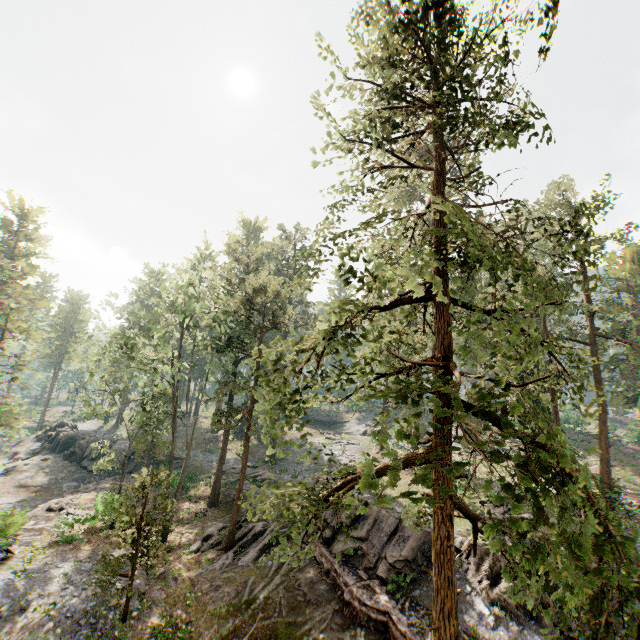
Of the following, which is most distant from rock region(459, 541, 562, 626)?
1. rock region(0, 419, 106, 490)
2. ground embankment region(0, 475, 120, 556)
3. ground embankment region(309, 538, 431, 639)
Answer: rock region(0, 419, 106, 490)

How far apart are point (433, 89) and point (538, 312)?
23.32m

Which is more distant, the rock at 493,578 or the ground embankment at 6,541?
the ground embankment at 6,541

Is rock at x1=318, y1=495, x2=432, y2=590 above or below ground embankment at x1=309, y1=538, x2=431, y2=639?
above

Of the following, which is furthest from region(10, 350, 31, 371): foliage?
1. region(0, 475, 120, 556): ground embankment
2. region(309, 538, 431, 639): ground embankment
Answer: region(309, 538, 431, 639): ground embankment

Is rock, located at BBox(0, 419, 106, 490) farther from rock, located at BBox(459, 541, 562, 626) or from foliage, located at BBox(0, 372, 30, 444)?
rock, located at BBox(459, 541, 562, 626)

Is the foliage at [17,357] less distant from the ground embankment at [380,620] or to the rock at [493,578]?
the rock at [493,578]
